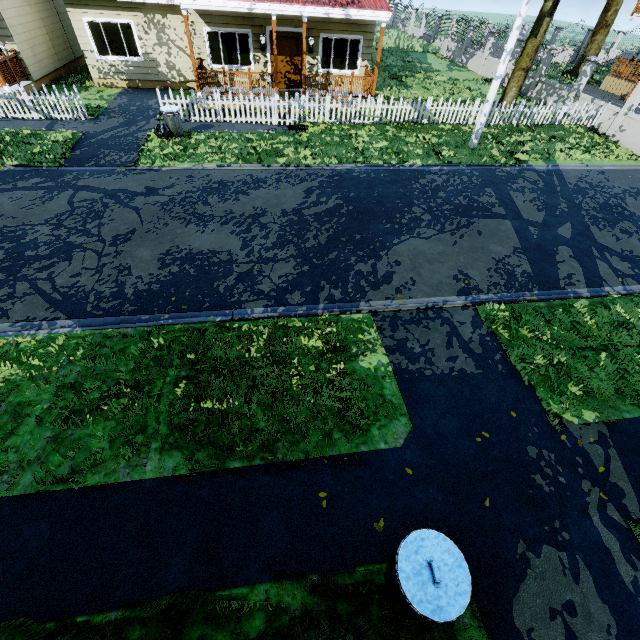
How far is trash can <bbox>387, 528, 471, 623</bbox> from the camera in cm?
275

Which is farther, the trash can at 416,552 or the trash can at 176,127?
the trash can at 176,127

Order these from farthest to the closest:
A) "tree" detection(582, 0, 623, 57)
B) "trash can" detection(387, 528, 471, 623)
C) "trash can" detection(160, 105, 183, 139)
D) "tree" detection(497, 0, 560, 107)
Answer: "tree" detection(582, 0, 623, 57) < "tree" detection(497, 0, 560, 107) < "trash can" detection(160, 105, 183, 139) < "trash can" detection(387, 528, 471, 623)

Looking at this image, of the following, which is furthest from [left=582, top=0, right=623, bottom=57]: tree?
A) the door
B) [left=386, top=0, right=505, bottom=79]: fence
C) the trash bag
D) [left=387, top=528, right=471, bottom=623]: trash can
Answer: the trash bag

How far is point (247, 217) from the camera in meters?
8.7

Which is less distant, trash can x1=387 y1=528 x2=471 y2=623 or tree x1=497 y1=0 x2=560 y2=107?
trash can x1=387 y1=528 x2=471 y2=623

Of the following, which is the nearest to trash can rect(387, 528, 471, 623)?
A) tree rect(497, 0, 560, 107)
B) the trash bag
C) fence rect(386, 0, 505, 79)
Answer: fence rect(386, 0, 505, 79)

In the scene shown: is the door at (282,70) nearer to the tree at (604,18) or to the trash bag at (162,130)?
the tree at (604,18)
